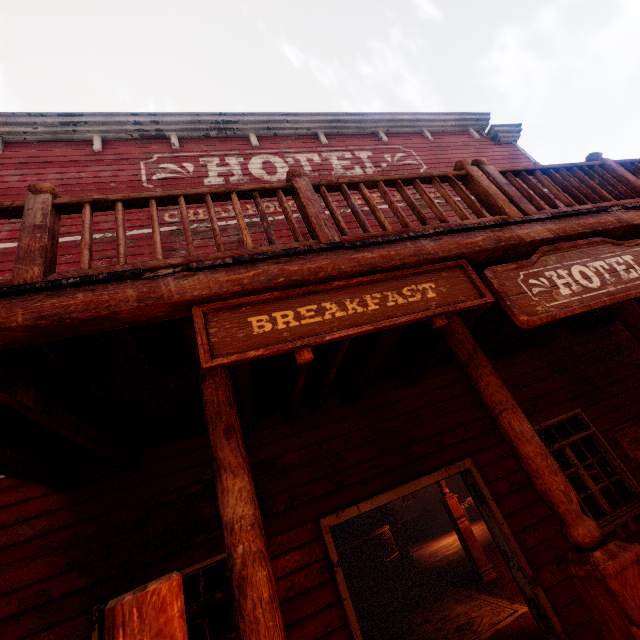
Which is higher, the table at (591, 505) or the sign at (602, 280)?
the sign at (602, 280)

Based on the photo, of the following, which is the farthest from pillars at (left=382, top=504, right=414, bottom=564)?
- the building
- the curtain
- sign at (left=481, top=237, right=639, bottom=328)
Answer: sign at (left=481, top=237, right=639, bottom=328)

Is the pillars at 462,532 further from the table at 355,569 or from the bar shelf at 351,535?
the bar shelf at 351,535

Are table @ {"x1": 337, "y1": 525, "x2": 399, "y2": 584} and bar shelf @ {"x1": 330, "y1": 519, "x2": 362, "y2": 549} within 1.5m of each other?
yes

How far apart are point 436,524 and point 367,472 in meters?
12.2

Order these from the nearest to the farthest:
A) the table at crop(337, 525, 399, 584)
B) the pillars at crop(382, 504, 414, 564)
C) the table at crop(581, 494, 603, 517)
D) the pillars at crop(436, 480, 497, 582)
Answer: the pillars at crop(436, 480, 497, 582), the table at crop(581, 494, 603, 517), the pillars at crop(382, 504, 414, 564), the table at crop(337, 525, 399, 584)

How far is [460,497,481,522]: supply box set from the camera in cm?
1288

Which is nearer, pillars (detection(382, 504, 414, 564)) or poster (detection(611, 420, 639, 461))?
poster (detection(611, 420, 639, 461))
